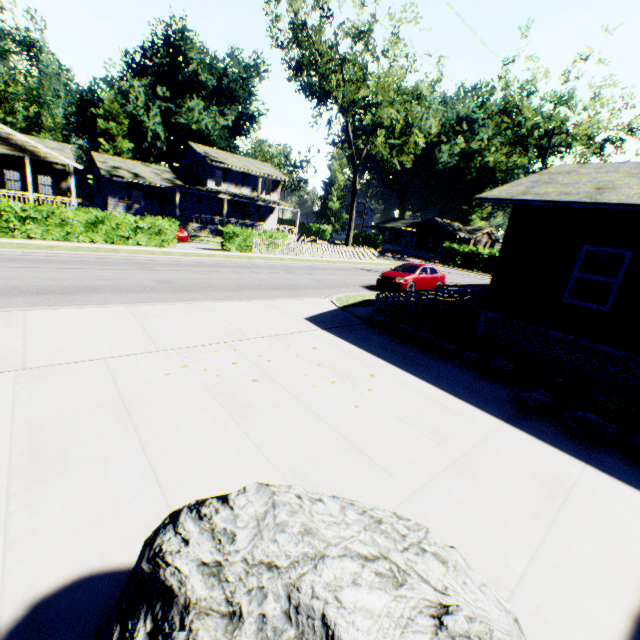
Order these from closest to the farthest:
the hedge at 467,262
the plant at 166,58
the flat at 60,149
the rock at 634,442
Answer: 1. the rock at 634,442
2. the flat at 60,149
3. the hedge at 467,262
4. the plant at 166,58

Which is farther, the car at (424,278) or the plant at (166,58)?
the plant at (166,58)

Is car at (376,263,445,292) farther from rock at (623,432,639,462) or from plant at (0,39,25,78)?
plant at (0,39,25,78)

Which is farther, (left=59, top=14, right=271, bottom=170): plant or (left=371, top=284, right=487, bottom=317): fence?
(left=59, top=14, right=271, bottom=170): plant

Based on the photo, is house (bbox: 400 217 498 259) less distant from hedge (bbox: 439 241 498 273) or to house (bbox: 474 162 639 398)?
hedge (bbox: 439 241 498 273)

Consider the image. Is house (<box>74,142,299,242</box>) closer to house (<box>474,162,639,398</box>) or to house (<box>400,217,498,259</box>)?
house (<box>400,217,498,259</box>)

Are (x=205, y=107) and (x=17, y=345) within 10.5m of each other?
no

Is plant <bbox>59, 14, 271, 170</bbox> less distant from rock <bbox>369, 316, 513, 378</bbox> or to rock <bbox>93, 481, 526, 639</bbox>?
rock <bbox>369, 316, 513, 378</bbox>
